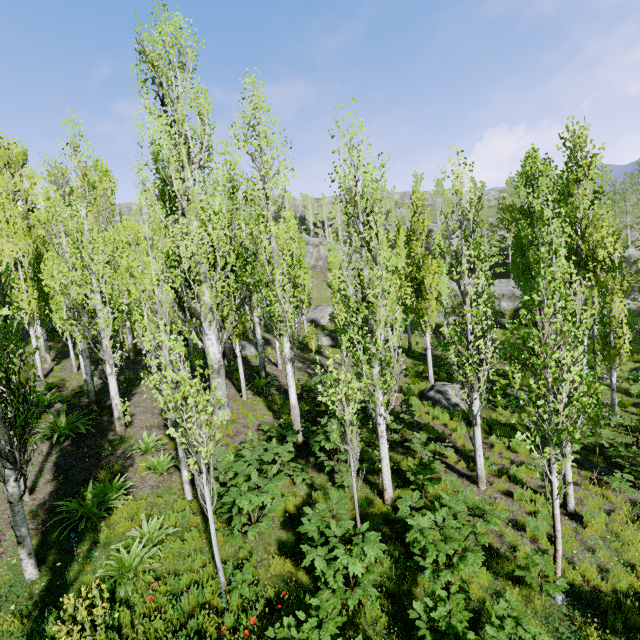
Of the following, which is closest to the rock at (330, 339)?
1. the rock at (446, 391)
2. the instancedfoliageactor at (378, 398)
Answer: the instancedfoliageactor at (378, 398)

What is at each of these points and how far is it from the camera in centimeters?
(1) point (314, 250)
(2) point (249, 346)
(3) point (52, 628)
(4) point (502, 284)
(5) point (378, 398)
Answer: (1) rock, 5109cm
(2) rock, 2334cm
(3) instancedfoliageactor, 466cm
(4) rock, 3484cm
(5) instancedfoliageactor, 820cm

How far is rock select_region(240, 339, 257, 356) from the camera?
22.7 meters

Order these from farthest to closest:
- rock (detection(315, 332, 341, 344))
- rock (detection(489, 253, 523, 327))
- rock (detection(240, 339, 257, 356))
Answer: rock (detection(489, 253, 523, 327)) → rock (detection(315, 332, 341, 344)) → rock (detection(240, 339, 257, 356))

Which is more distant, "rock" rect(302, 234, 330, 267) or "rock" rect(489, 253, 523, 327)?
"rock" rect(302, 234, 330, 267)

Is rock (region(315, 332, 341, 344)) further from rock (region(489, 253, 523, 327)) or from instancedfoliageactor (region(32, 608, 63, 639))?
rock (region(489, 253, 523, 327))

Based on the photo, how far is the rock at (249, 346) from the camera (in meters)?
22.70

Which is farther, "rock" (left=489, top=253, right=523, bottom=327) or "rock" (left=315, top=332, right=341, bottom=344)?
"rock" (left=489, top=253, right=523, bottom=327)
